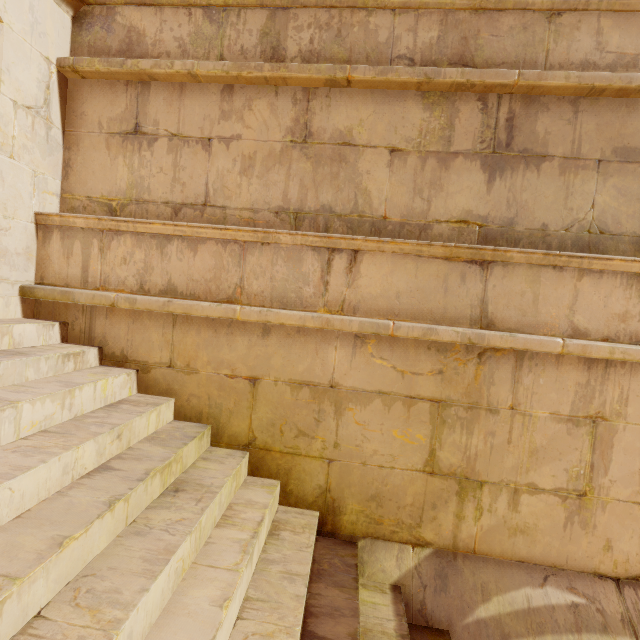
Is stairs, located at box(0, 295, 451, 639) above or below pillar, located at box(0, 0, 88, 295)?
below

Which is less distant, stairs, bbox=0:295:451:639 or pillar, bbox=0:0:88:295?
stairs, bbox=0:295:451:639

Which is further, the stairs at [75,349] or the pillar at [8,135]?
the pillar at [8,135]

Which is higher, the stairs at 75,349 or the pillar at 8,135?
the pillar at 8,135

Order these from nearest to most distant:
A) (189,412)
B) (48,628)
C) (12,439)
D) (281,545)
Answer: (48,628), (12,439), (281,545), (189,412)
